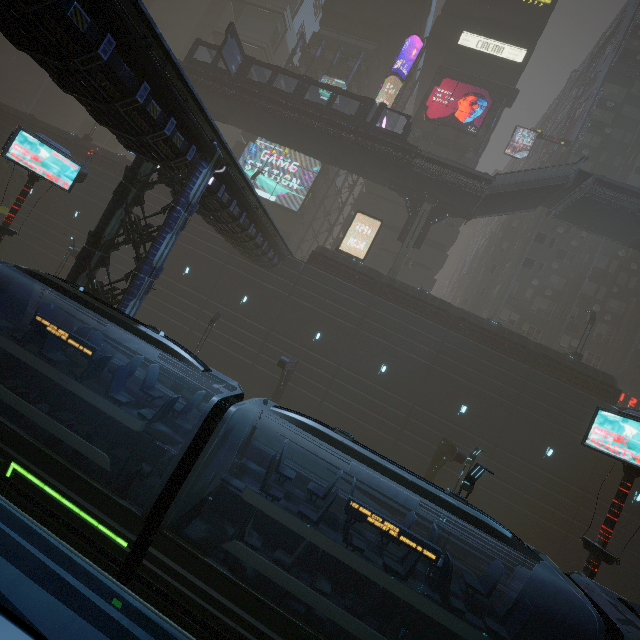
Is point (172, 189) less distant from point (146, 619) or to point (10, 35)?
point (10, 35)

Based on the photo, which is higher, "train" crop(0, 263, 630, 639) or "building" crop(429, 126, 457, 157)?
"building" crop(429, 126, 457, 157)

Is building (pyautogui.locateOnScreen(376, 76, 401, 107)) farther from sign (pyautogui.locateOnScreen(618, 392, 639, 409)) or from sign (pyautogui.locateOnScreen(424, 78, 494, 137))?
sign (pyautogui.locateOnScreen(424, 78, 494, 137))

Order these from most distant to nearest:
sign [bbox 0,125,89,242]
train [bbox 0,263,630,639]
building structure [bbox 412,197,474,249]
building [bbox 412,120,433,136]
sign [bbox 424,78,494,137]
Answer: building [bbox 412,120,433,136], sign [bbox 424,78,494,137], building structure [bbox 412,197,474,249], sign [bbox 0,125,89,242], train [bbox 0,263,630,639]

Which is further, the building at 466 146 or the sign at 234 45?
the building at 466 146

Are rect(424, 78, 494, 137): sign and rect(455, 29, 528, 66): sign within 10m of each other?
yes

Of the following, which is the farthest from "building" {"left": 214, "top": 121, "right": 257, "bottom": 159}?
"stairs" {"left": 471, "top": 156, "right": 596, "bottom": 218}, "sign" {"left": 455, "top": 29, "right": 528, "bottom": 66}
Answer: "stairs" {"left": 471, "top": 156, "right": 596, "bottom": 218}

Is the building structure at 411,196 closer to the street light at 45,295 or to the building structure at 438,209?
the building structure at 438,209
